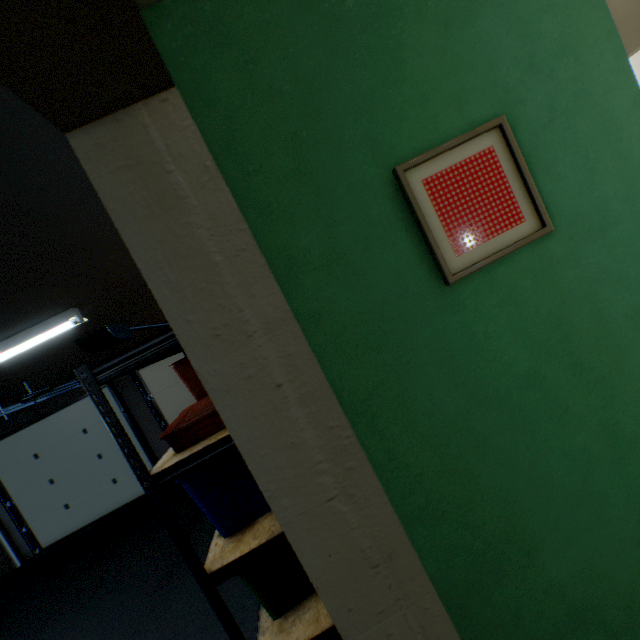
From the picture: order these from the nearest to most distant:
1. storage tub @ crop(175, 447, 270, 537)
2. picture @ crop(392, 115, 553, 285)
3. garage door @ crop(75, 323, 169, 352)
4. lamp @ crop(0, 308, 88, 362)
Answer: picture @ crop(392, 115, 553, 285) → storage tub @ crop(175, 447, 270, 537) → lamp @ crop(0, 308, 88, 362) → garage door @ crop(75, 323, 169, 352)

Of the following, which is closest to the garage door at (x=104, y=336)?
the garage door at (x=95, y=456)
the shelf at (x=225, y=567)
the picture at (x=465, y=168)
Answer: the garage door at (x=95, y=456)

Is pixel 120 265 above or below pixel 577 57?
above

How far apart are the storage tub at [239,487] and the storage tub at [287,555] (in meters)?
0.12

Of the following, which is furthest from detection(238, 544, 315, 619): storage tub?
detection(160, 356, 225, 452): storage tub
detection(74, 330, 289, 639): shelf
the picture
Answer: the picture

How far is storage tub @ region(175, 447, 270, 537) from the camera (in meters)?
1.43

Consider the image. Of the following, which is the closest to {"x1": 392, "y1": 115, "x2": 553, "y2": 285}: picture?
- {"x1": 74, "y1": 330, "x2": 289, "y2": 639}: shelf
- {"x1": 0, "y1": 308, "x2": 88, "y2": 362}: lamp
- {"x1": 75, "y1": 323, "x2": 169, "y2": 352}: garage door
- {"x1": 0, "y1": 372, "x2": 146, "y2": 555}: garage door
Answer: {"x1": 74, "y1": 330, "x2": 289, "y2": 639}: shelf

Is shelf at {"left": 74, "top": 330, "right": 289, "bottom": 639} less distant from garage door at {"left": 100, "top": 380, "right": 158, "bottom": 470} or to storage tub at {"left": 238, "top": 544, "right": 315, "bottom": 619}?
storage tub at {"left": 238, "top": 544, "right": 315, "bottom": 619}
